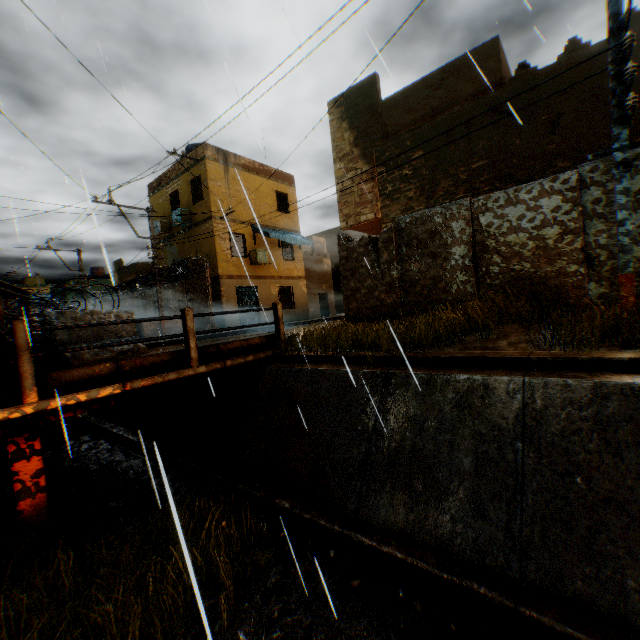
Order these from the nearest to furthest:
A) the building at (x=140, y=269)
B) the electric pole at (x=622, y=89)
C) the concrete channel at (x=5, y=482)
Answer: the electric pole at (x=622, y=89)
the concrete channel at (x=5, y=482)
the building at (x=140, y=269)

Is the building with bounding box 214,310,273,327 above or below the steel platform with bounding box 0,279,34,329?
below

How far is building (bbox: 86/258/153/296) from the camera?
31.64m

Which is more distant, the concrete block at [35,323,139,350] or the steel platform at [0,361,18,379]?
the concrete block at [35,323,139,350]

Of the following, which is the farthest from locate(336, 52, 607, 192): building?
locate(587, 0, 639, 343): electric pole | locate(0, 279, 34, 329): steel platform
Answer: locate(0, 279, 34, 329): steel platform

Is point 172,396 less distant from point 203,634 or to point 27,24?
point 203,634

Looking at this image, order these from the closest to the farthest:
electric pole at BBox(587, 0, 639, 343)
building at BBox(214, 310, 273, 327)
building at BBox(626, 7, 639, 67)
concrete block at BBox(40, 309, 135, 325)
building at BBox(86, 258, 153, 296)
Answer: electric pole at BBox(587, 0, 639, 343)
concrete block at BBox(40, 309, 135, 325)
building at BBox(626, 7, 639, 67)
building at BBox(214, 310, 273, 327)
building at BBox(86, 258, 153, 296)

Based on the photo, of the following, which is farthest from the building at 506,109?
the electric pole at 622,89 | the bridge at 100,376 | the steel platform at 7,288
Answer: the steel platform at 7,288
